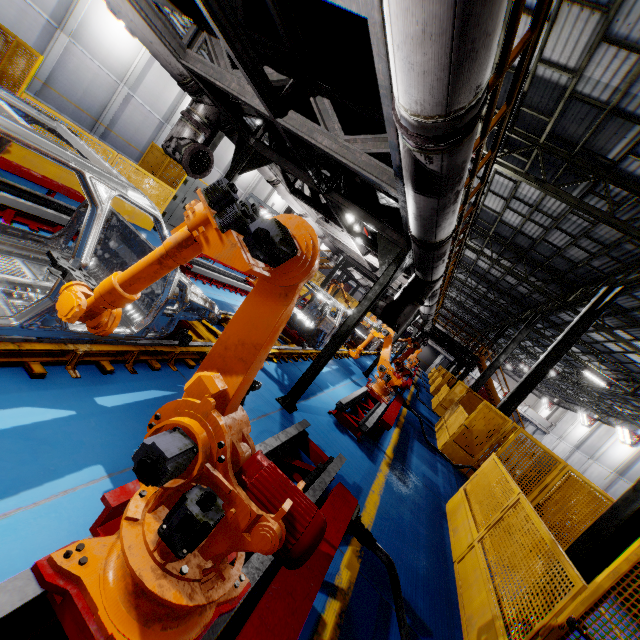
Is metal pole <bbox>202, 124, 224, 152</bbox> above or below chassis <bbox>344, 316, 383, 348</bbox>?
above

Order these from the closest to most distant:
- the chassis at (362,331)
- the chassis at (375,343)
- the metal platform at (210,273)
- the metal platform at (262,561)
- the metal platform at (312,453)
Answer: the metal platform at (262,561)
the metal platform at (312,453)
the metal platform at (210,273)
the chassis at (362,331)
the chassis at (375,343)

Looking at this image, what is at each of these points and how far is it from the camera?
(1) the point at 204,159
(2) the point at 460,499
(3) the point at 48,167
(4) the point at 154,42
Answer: (1) pipe cover, 5.8 meters
(2) metal panel, 6.4 meters
(3) metal panel, 7.2 meters
(4) vent pipe, 4.4 meters

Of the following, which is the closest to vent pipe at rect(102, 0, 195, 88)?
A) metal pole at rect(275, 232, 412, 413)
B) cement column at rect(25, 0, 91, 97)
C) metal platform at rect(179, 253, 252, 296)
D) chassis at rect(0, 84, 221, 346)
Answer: chassis at rect(0, 84, 221, 346)

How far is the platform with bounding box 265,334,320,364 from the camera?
7.3m

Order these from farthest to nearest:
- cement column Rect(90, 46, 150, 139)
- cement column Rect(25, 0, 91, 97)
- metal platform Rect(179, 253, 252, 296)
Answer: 1. cement column Rect(90, 46, 150, 139)
2. cement column Rect(25, 0, 91, 97)
3. metal platform Rect(179, 253, 252, 296)

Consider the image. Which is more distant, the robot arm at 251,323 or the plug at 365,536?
the plug at 365,536

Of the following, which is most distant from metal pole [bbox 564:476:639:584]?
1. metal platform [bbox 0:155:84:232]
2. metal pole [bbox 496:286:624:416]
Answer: metal platform [bbox 0:155:84:232]
